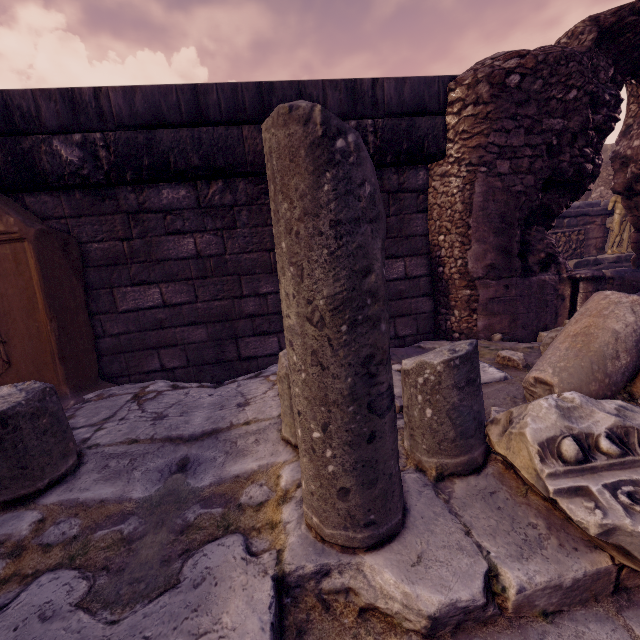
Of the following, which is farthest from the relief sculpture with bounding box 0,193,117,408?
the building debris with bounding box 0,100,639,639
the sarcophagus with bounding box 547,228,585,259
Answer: the sarcophagus with bounding box 547,228,585,259

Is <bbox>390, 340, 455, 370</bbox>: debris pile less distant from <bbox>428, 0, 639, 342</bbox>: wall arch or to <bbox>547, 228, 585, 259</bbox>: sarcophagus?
<bbox>428, 0, 639, 342</bbox>: wall arch

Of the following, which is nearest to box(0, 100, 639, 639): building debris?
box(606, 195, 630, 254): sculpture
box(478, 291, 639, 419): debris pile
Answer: box(478, 291, 639, 419): debris pile

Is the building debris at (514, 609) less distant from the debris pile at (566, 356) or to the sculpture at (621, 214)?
the debris pile at (566, 356)

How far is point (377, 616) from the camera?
1.0 meters

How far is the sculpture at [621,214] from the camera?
8.7m

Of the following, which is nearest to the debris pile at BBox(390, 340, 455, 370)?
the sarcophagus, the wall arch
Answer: the wall arch

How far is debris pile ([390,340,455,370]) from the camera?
2.8m
